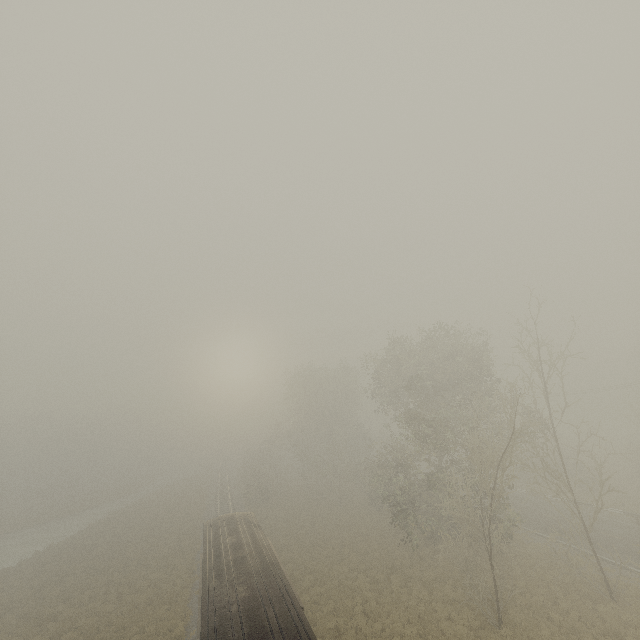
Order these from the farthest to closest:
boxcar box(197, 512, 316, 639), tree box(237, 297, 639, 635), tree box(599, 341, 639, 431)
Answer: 1. tree box(599, 341, 639, 431)
2. tree box(237, 297, 639, 635)
3. boxcar box(197, 512, 316, 639)

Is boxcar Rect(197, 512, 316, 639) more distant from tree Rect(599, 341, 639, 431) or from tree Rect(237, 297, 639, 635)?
tree Rect(599, 341, 639, 431)

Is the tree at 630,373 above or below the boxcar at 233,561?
above

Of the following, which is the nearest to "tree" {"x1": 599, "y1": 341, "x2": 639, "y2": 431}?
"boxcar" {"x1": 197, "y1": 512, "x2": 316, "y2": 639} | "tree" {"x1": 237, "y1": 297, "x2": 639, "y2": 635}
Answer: "tree" {"x1": 237, "y1": 297, "x2": 639, "y2": 635}

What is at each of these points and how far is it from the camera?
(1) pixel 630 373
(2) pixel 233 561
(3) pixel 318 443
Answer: (1) tree, 51.6m
(2) boxcar, 15.4m
(3) tree, 50.5m

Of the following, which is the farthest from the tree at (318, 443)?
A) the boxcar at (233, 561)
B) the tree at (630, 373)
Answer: the boxcar at (233, 561)

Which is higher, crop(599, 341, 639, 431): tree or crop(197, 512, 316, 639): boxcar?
crop(599, 341, 639, 431): tree
